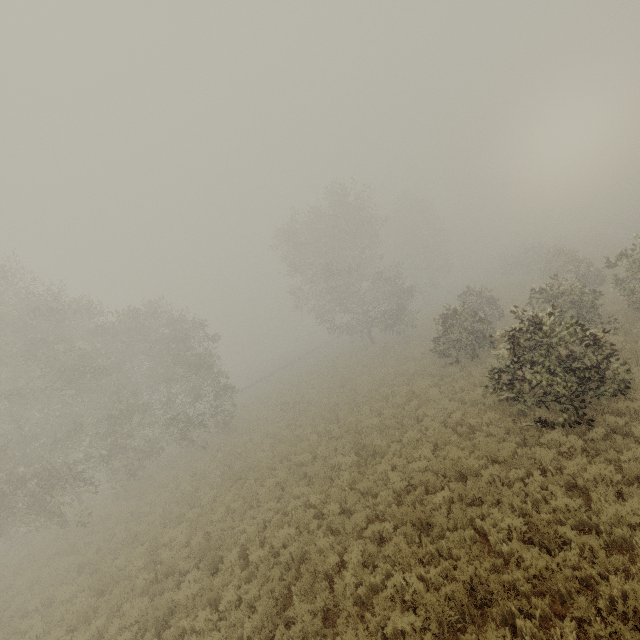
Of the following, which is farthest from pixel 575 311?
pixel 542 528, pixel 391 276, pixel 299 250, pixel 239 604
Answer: pixel 299 250
